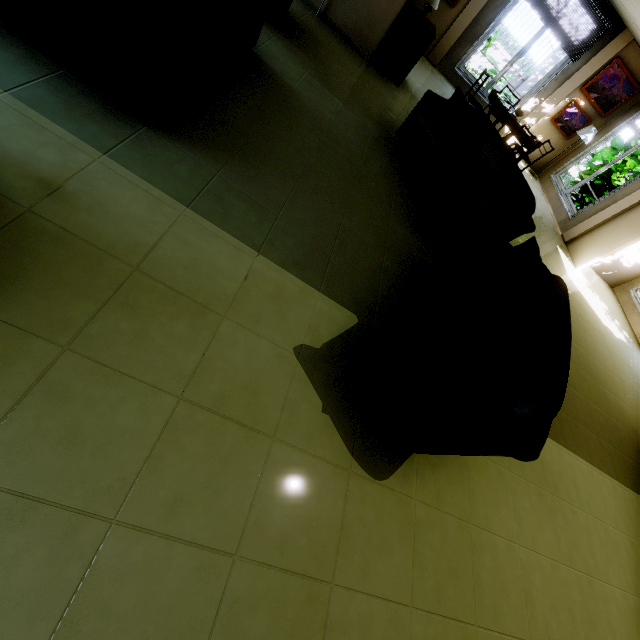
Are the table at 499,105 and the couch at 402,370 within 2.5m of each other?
no

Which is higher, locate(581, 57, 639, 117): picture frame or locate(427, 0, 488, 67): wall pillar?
locate(581, 57, 639, 117): picture frame

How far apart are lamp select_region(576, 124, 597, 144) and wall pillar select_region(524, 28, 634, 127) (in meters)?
0.84

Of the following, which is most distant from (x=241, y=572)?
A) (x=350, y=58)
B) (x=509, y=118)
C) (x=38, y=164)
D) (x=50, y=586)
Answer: (x=509, y=118)

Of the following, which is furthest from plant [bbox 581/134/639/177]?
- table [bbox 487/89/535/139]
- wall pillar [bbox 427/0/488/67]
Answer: wall pillar [bbox 427/0/488/67]

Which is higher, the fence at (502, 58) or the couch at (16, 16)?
the fence at (502, 58)

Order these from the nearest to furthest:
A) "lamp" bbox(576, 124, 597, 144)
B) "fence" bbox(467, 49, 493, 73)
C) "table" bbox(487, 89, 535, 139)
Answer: "table" bbox(487, 89, 535, 139) < "lamp" bbox(576, 124, 597, 144) < "fence" bbox(467, 49, 493, 73)

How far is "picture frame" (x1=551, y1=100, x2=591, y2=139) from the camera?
8.0 meters
